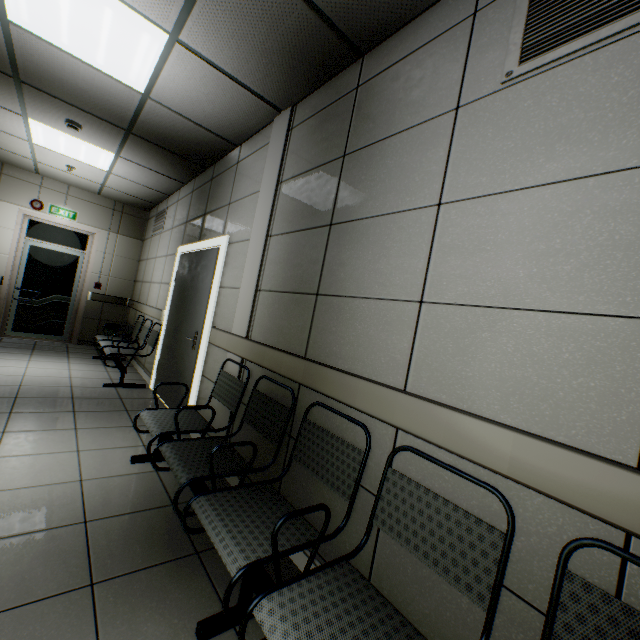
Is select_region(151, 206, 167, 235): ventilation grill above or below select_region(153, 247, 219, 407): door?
above

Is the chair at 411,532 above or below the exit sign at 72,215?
below

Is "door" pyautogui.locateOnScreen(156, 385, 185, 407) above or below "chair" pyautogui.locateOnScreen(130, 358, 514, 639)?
below

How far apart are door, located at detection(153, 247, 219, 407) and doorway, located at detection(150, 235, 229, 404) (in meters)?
0.03

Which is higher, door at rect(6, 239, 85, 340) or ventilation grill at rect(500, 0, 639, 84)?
ventilation grill at rect(500, 0, 639, 84)

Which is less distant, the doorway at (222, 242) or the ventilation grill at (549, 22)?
the ventilation grill at (549, 22)

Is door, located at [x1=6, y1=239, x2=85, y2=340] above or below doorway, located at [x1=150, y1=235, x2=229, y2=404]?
below

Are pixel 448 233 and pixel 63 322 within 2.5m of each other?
no
